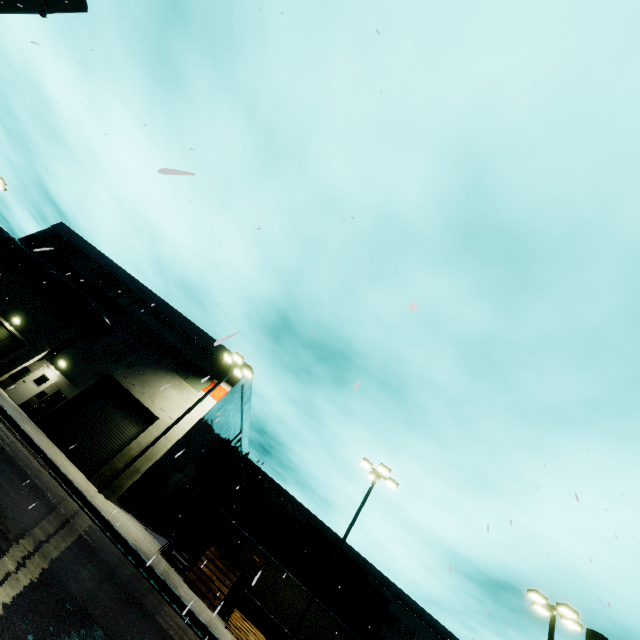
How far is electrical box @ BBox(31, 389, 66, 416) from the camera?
19.2 meters

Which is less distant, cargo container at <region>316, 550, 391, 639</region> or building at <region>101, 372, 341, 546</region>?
building at <region>101, 372, 341, 546</region>

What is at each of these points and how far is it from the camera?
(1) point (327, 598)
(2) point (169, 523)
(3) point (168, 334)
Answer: (1) cargo container, 25.17m
(2) building, 29.11m
(3) building, 24.30m

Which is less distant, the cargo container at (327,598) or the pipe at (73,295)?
the pipe at (73,295)

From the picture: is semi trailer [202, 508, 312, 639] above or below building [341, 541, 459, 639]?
below

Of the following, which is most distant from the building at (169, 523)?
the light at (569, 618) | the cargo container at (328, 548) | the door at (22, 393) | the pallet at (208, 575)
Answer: the light at (569, 618)

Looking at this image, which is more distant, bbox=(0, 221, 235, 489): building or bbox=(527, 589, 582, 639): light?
bbox=(0, 221, 235, 489): building

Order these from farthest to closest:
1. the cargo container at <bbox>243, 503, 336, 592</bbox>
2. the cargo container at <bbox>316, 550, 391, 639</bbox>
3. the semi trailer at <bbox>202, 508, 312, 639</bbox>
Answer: the cargo container at <bbox>243, 503, 336, 592</bbox> < the cargo container at <bbox>316, 550, 391, 639</bbox> < the semi trailer at <bbox>202, 508, 312, 639</bbox>
